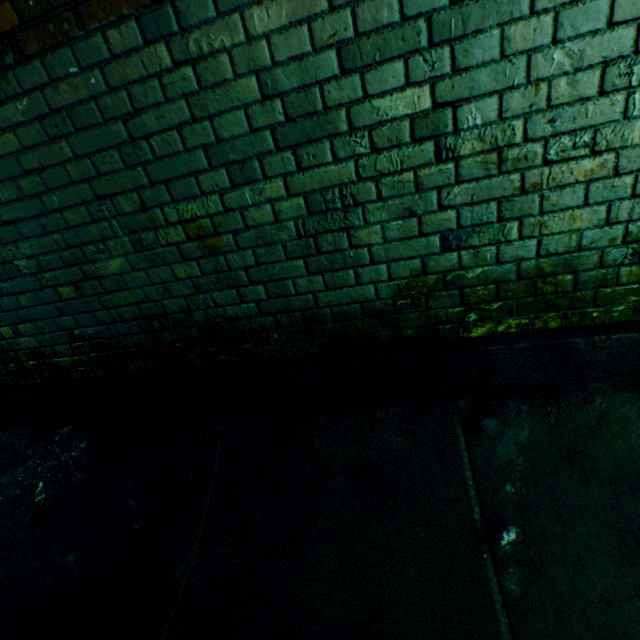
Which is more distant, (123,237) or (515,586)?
(123,237)
